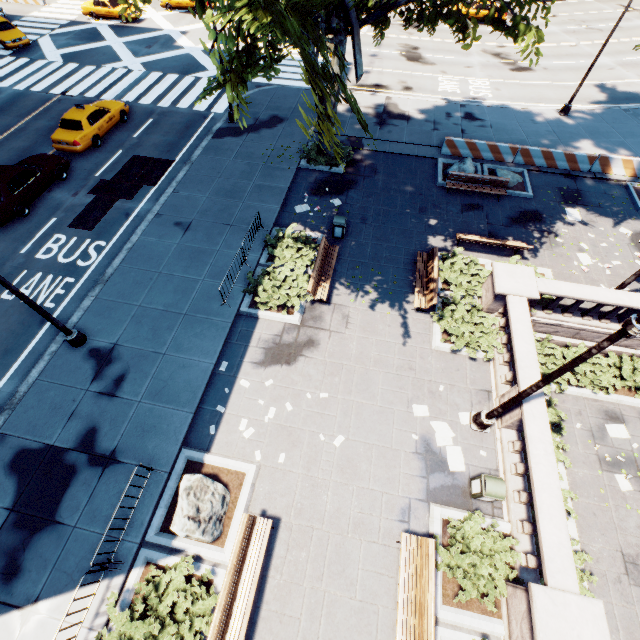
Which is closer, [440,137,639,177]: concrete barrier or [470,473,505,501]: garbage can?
[470,473,505,501]: garbage can

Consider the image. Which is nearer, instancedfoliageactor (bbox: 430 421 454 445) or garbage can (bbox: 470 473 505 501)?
garbage can (bbox: 470 473 505 501)

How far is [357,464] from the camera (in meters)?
9.62

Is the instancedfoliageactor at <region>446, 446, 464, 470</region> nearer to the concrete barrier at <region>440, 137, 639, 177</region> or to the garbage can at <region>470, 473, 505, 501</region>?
the garbage can at <region>470, 473, 505, 501</region>

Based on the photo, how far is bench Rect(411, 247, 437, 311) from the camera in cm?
1220

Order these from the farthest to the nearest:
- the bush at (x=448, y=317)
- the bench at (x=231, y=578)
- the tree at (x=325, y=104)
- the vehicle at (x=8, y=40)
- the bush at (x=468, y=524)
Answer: the vehicle at (x=8, y=40), the bush at (x=448, y=317), the bush at (x=468, y=524), the bench at (x=231, y=578), the tree at (x=325, y=104)

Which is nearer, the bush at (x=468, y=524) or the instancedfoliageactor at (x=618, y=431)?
the bush at (x=468, y=524)

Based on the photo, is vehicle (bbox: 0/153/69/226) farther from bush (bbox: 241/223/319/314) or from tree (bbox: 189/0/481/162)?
bush (bbox: 241/223/319/314)
